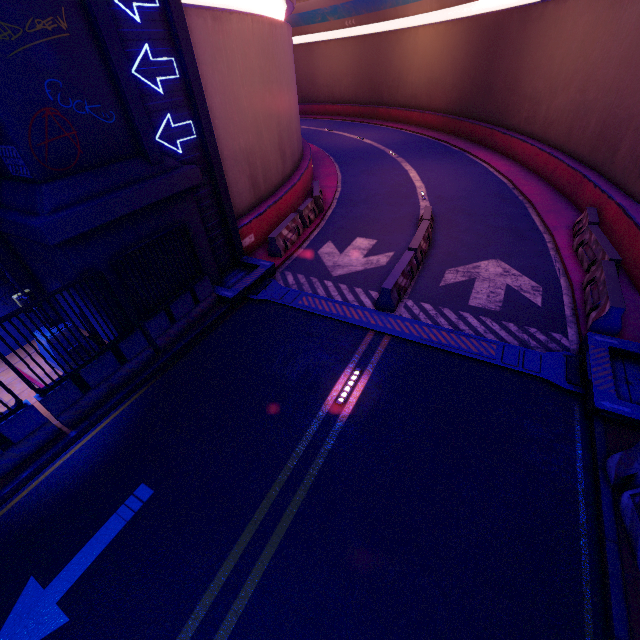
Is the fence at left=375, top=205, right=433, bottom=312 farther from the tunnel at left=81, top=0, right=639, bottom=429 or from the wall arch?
the wall arch

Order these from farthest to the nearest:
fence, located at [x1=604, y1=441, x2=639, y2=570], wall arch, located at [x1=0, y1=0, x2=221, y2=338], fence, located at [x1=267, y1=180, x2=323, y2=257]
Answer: fence, located at [x1=267, y1=180, x2=323, y2=257]
wall arch, located at [x1=0, y1=0, x2=221, y2=338]
fence, located at [x1=604, y1=441, x2=639, y2=570]

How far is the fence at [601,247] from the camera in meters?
8.1

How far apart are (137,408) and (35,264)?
5.0m

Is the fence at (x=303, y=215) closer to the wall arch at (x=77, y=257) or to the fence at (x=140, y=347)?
the wall arch at (x=77, y=257)

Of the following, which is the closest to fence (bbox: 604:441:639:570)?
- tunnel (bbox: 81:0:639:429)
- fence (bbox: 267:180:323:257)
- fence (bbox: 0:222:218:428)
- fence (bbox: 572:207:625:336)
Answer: tunnel (bbox: 81:0:639:429)

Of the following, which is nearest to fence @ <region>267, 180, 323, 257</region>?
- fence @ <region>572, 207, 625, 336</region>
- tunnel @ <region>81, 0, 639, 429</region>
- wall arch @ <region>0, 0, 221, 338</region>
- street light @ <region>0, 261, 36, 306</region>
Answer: tunnel @ <region>81, 0, 639, 429</region>

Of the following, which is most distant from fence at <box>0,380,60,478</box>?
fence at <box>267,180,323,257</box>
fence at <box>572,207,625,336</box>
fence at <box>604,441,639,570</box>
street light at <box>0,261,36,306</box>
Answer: fence at <box>572,207,625,336</box>
